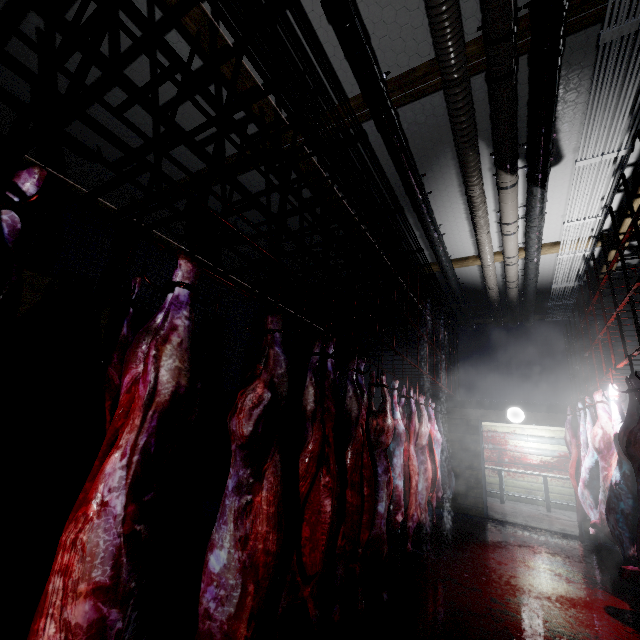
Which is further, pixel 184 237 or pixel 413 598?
pixel 184 237

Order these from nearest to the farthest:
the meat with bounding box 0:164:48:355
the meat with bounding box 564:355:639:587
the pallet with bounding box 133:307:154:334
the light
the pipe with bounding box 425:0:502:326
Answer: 1. the meat with bounding box 0:164:48:355
2. the pipe with bounding box 425:0:502:326
3. the meat with bounding box 564:355:639:587
4. the pallet with bounding box 133:307:154:334
5. the light

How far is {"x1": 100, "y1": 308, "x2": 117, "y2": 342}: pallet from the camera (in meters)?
3.14

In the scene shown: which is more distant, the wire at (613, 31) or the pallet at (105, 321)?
the pallet at (105, 321)

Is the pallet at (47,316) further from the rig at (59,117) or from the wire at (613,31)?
the wire at (613,31)

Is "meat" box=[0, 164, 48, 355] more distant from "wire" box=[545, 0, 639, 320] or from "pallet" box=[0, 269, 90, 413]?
"wire" box=[545, 0, 639, 320]

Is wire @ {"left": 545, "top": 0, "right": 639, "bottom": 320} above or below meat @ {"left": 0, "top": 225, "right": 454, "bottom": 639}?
above

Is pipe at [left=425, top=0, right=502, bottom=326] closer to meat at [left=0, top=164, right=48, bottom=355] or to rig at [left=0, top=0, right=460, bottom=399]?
rig at [left=0, top=0, right=460, bottom=399]
